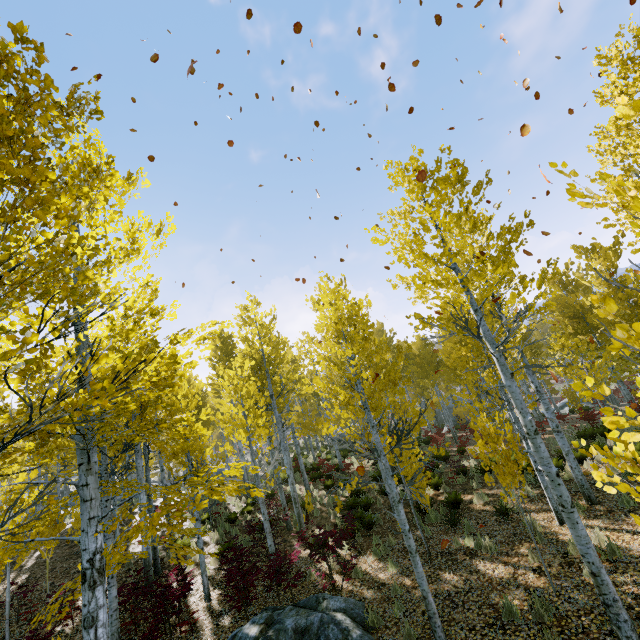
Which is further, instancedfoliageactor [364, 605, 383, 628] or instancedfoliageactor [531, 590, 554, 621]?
instancedfoliageactor [364, 605, 383, 628]

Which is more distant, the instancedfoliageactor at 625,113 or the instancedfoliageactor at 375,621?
the instancedfoliageactor at 375,621

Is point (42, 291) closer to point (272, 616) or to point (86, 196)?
point (86, 196)

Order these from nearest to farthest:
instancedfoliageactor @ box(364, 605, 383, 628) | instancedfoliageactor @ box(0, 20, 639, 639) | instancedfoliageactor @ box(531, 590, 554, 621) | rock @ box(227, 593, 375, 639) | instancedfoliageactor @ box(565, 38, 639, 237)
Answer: instancedfoliageactor @ box(565, 38, 639, 237) < instancedfoliageactor @ box(0, 20, 639, 639) < instancedfoliageactor @ box(531, 590, 554, 621) < rock @ box(227, 593, 375, 639) < instancedfoliageactor @ box(364, 605, 383, 628)

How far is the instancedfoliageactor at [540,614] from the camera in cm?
542
